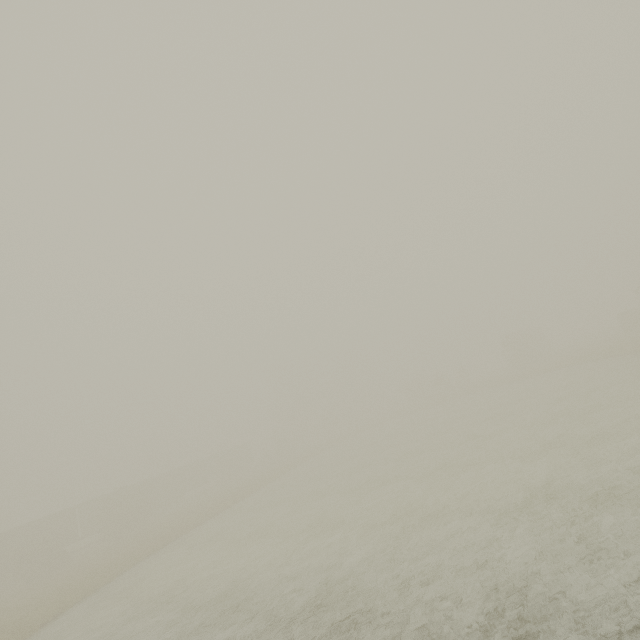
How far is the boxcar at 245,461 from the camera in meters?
56.7 m

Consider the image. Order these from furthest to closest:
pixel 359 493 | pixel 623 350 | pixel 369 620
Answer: pixel 623 350
pixel 359 493
pixel 369 620

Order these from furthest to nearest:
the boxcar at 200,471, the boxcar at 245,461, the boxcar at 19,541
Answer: the boxcar at 245,461
the boxcar at 200,471
the boxcar at 19,541

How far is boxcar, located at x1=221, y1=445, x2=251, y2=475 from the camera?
56.7m

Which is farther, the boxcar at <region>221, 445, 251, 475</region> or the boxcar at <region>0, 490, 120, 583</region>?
the boxcar at <region>221, 445, 251, 475</region>

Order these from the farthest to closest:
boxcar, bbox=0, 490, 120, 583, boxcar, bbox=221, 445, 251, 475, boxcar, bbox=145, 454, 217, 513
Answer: boxcar, bbox=221, 445, 251, 475
boxcar, bbox=145, 454, 217, 513
boxcar, bbox=0, 490, 120, 583
